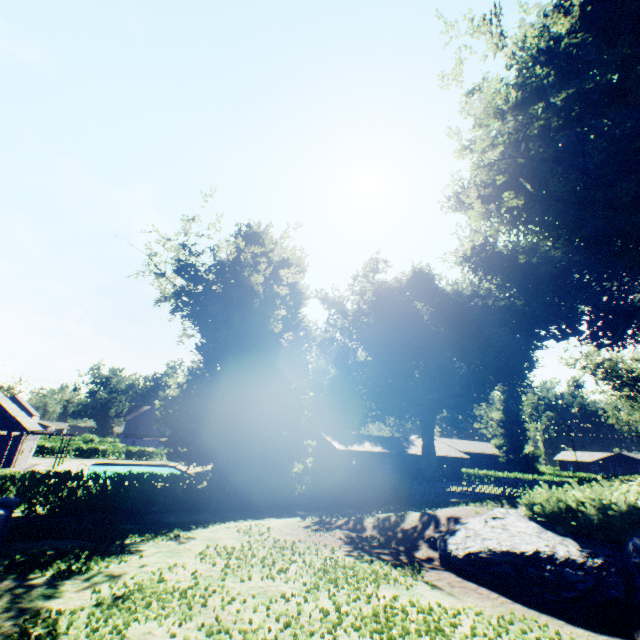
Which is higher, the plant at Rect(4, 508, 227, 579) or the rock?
the rock

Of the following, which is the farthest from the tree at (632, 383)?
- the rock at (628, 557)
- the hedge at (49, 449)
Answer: the rock at (628, 557)

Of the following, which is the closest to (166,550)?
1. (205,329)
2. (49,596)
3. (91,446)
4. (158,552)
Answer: (158,552)

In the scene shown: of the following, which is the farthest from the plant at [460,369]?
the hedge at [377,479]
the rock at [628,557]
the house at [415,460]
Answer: the house at [415,460]

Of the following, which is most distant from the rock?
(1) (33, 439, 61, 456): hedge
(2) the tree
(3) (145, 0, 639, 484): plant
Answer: (1) (33, 439, 61, 456): hedge

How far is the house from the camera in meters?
41.3

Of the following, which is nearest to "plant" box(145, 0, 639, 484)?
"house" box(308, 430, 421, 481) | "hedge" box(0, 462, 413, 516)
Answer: "hedge" box(0, 462, 413, 516)

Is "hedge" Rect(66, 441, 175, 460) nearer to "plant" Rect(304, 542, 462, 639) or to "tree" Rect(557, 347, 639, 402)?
"tree" Rect(557, 347, 639, 402)
